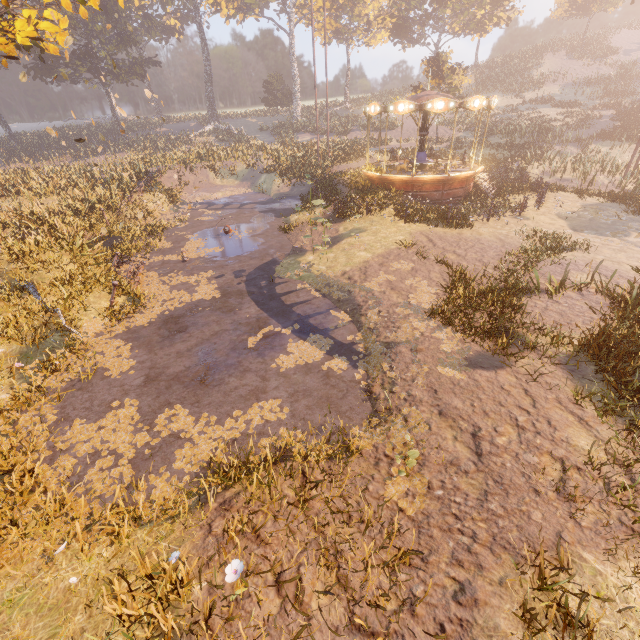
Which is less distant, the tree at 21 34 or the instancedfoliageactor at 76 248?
the instancedfoliageactor at 76 248

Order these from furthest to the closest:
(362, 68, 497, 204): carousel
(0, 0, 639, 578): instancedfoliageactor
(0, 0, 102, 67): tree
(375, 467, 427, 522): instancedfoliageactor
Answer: (362, 68, 497, 204): carousel, (0, 0, 102, 67): tree, (0, 0, 639, 578): instancedfoliageactor, (375, 467, 427, 522): instancedfoliageactor

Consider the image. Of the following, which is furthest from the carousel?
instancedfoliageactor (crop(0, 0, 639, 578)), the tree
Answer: the tree

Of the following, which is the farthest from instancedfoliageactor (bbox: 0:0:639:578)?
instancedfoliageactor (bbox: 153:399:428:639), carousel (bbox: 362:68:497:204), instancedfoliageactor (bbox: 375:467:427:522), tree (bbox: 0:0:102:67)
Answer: instancedfoliageactor (bbox: 375:467:427:522)

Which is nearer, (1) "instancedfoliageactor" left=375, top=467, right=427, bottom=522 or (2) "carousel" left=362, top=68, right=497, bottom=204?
(1) "instancedfoliageactor" left=375, top=467, right=427, bottom=522

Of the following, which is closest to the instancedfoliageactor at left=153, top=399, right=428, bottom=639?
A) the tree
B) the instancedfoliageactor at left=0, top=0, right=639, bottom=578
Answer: the tree

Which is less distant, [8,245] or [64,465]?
[64,465]

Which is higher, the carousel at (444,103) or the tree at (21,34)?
the tree at (21,34)
